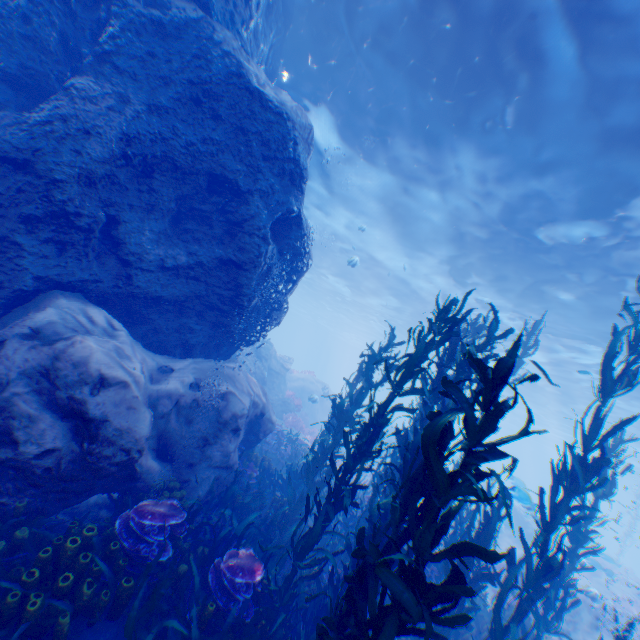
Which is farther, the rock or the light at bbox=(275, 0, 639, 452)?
the light at bbox=(275, 0, 639, 452)

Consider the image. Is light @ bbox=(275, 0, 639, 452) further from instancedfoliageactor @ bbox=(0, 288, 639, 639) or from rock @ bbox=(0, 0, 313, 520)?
instancedfoliageactor @ bbox=(0, 288, 639, 639)

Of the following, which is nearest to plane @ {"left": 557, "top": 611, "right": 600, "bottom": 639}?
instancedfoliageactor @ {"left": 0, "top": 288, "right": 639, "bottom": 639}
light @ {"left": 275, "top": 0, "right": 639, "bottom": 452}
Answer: instancedfoliageactor @ {"left": 0, "top": 288, "right": 639, "bottom": 639}

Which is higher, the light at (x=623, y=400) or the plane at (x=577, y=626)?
the light at (x=623, y=400)

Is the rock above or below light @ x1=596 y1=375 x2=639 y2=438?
below

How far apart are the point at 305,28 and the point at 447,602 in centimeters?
1613cm

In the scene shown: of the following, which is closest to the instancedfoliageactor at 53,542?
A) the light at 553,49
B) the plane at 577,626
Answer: the plane at 577,626
